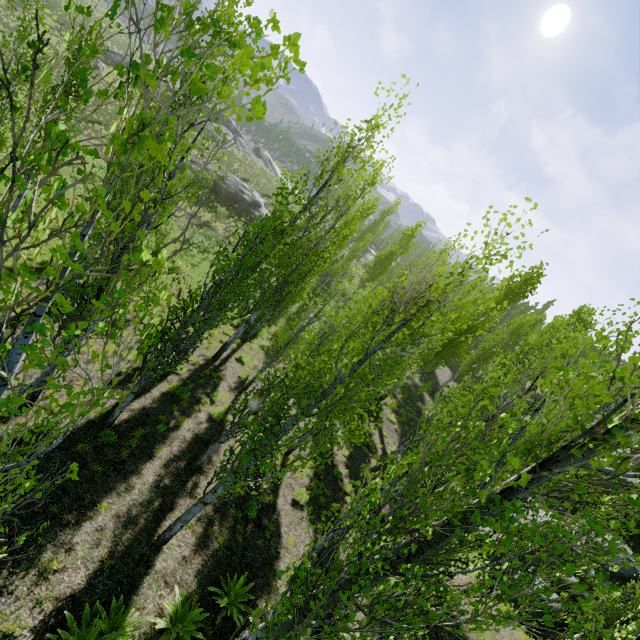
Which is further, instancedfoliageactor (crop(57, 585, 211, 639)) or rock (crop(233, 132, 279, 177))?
rock (crop(233, 132, 279, 177))

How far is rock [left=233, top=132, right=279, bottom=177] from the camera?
53.4 meters

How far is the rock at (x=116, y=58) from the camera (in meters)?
43.84

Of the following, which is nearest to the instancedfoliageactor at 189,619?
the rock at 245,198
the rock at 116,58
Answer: the rock at 245,198

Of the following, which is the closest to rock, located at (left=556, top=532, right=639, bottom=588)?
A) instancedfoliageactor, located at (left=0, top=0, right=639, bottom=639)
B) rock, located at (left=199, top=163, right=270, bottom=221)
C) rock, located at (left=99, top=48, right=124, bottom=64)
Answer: instancedfoliageactor, located at (left=0, top=0, right=639, bottom=639)

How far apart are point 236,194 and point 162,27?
39.8m

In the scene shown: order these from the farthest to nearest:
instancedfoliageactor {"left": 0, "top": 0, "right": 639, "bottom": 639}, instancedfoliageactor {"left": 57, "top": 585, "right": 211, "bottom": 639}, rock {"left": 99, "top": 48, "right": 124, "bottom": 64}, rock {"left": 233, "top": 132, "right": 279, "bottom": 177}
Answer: rock {"left": 233, "top": 132, "right": 279, "bottom": 177}, rock {"left": 99, "top": 48, "right": 124, "bottom": 64}, instancedfoliageactor {"left": 57, "top": 585, "right": 211, "bottom": 639}, instancedfoliageactor {"left": 0, "top": 0, "right": 639, "bottom": 639}

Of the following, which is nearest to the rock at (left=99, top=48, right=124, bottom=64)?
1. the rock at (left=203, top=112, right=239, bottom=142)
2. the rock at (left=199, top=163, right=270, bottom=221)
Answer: the rock at (left=199, top=163, right=270, bottom=221)
